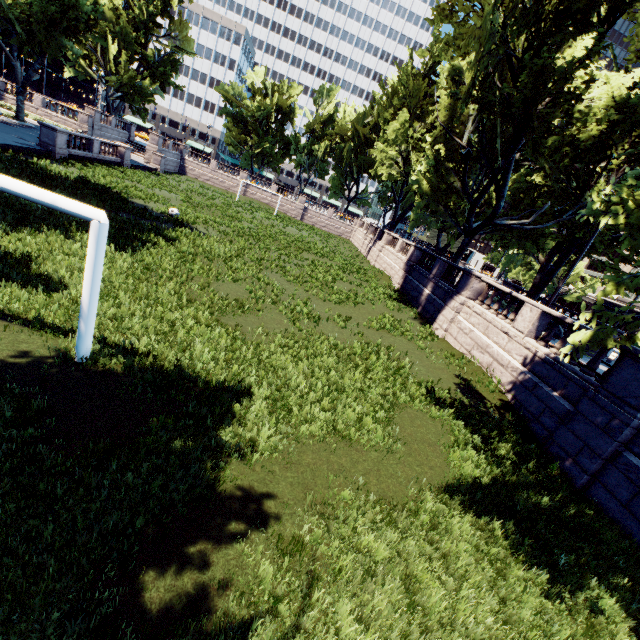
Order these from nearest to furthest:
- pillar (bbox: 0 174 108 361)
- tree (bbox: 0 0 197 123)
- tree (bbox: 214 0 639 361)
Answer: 1. pillar (bbox: 0 174 108 361)
2. tree (bbox: 214 0 639 361)
3. tree (bbox: 0 0 197 123)

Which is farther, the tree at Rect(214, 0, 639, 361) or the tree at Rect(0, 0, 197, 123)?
the tree at Rect(0, 0, 197, 123)

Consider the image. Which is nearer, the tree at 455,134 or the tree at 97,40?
the tree at 455,134

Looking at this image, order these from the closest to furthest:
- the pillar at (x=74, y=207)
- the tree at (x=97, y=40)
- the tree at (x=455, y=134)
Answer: the pillar at (x=74, y=207)
the tree at (x=455, y=134)
the tree at (x=97, y=40)

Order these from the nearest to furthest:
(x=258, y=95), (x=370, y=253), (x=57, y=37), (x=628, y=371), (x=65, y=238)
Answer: (x=628, y=371) → (x=65, y=238) → (x=57, y=37) → (x=370, y=253) → (x=258, y=95)

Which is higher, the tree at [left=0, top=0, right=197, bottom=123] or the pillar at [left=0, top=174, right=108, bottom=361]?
the tree at [left=0, top=0, right=197, bottom=123]

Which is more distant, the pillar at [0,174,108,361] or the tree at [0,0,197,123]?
the tree at [0,0,197,123]
